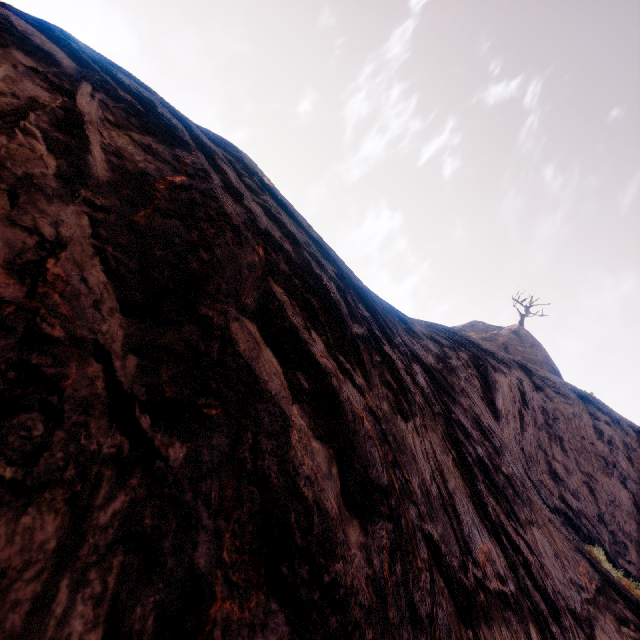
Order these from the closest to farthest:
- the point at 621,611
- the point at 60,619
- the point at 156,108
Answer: the point at 60,619, the point at 156,108, the point at 621,611
